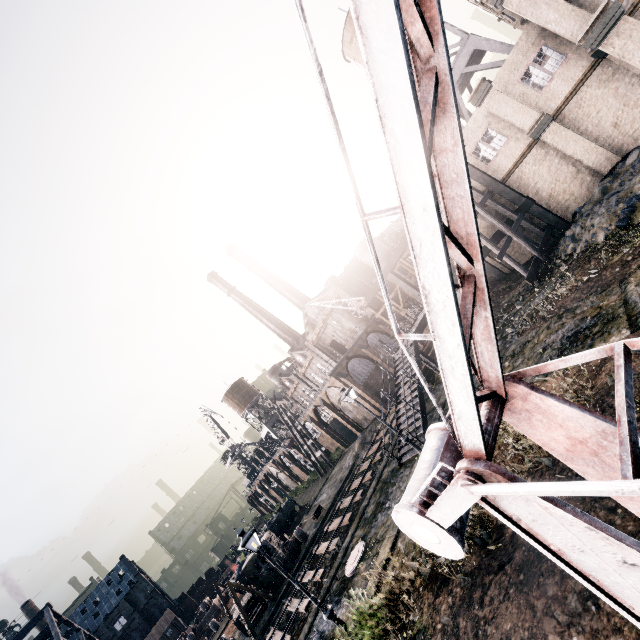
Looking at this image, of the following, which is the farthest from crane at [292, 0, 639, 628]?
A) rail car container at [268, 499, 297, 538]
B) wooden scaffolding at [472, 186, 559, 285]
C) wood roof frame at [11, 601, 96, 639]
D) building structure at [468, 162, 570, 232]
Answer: wood roof frame at [11, 601, 96, 639]

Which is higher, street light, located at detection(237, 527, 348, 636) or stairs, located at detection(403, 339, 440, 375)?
stairs, located at detection(403, 339, 440, 375)

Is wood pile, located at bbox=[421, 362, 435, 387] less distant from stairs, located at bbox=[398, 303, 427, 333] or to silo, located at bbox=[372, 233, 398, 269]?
stairs, located at bbox=[398, 303, 427, 333]

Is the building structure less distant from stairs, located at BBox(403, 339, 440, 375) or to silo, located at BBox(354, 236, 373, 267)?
stairs, located at BBox(403, 339, 440, 375)

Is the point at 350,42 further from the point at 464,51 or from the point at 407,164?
the point at 407,164

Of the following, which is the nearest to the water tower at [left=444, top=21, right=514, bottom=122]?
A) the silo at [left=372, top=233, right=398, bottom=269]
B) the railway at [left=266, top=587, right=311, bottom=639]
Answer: the silo at [left=372, top=233, right=398, bottom=269]

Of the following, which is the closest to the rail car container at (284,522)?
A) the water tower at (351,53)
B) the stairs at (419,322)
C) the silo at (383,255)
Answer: the stairs at (419,322)

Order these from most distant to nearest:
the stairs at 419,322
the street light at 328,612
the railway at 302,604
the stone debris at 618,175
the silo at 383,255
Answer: the silo at 383,255 < the stairs at 419,322 < the railway at 302,604 < the stone debris at 618,175 < the street light at 328,612
